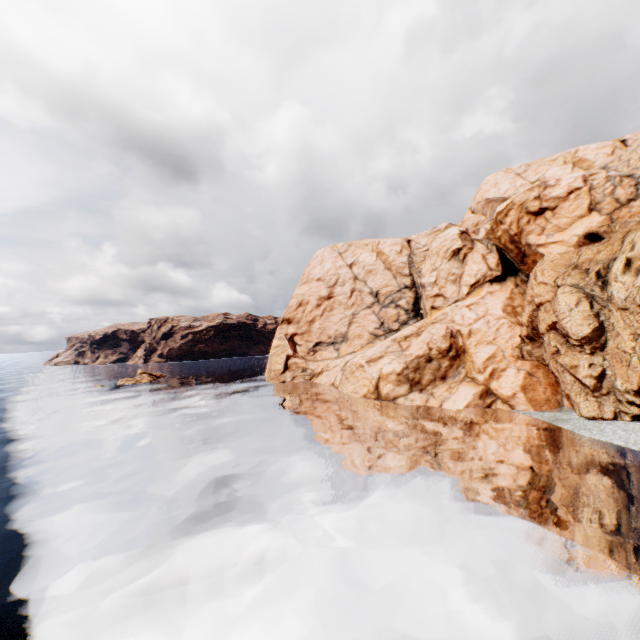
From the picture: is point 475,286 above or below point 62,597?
above
